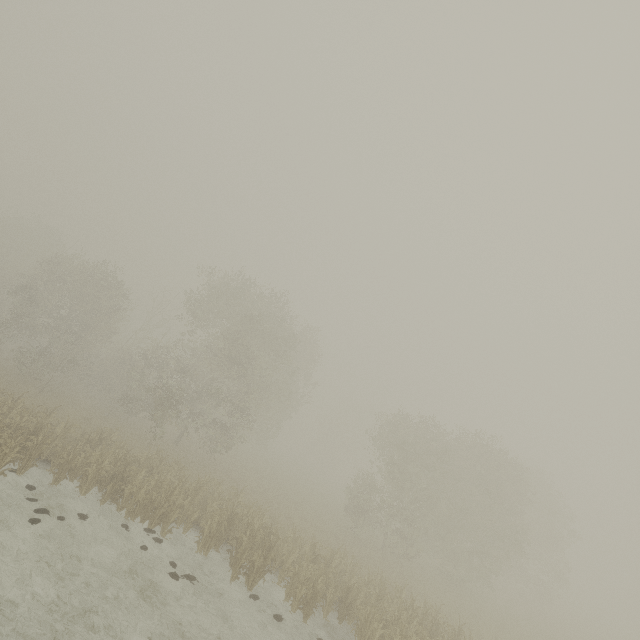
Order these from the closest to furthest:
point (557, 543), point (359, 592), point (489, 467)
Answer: point (359, 592)
point (489, 467)
point (557, 543)
